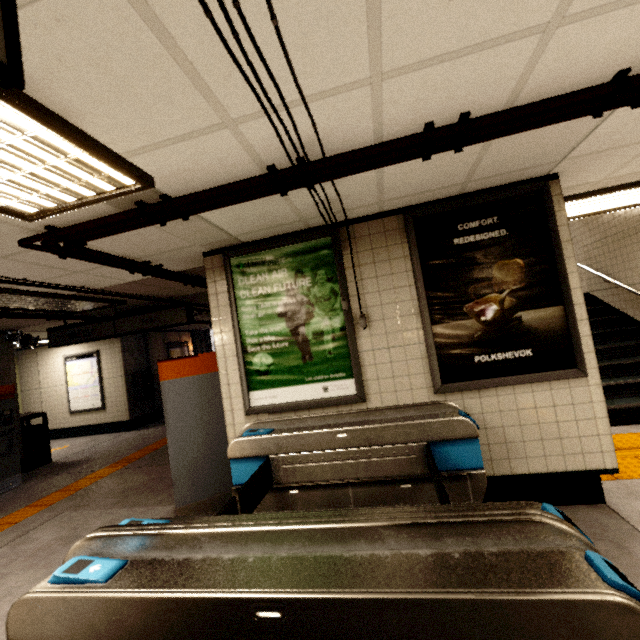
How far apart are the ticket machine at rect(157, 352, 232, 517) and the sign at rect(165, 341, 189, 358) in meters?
7.8

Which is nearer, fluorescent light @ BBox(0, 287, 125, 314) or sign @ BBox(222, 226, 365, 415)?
sign @ BBox(222, 226, 365, 415)

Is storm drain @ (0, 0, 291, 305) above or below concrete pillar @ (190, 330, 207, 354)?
above

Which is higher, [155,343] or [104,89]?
[104,89]

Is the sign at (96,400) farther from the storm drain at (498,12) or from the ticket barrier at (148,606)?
the ticket barrier at (148,606)

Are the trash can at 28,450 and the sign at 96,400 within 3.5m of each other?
yes

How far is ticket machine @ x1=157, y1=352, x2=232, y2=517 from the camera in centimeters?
363cm

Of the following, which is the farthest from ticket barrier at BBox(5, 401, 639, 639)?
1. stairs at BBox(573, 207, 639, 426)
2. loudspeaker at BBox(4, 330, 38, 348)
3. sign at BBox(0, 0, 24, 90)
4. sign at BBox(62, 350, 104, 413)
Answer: sign at BBox(62, 350, 104, 413)
